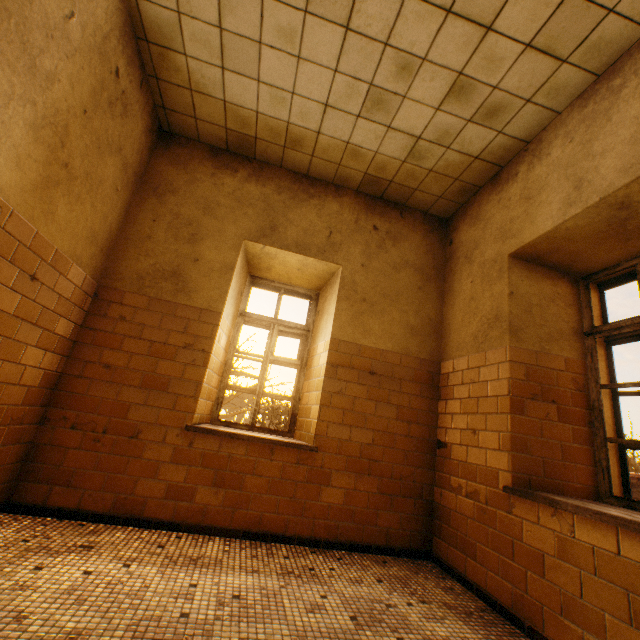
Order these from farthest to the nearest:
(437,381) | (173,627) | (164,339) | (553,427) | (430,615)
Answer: (437,381) < (164,339) < (553,427) < (430,615) < (173,627)

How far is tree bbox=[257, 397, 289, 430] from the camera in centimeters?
927cm

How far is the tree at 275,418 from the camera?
9.27m
